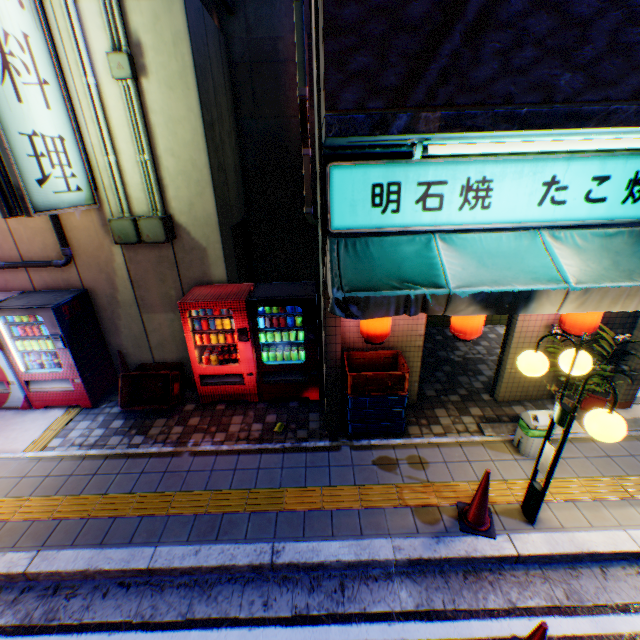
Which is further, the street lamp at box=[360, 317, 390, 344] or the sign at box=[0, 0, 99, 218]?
the street lamp at box=[360, 317, 390, 344]

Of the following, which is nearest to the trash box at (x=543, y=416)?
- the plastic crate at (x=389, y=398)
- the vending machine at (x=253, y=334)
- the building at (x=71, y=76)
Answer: the plastic crate at (x=389, y=398)

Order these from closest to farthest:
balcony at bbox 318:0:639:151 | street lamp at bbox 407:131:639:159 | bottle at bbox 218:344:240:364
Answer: balcony at bbox 318:0:639:151 → street lamp at bbox 407:131:639:159 → bottle at bbox 218:344:240:364

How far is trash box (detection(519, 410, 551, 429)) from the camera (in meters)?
→ 4.50

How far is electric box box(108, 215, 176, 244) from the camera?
5.2 meters

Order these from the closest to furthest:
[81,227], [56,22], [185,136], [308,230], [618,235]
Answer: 1. [618,235]
2. [56,22]
3. [185,136]
4. [81,227]
5. [308,230]

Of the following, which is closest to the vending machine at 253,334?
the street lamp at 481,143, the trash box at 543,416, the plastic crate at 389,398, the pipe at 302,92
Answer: the plastic crate at 389,398

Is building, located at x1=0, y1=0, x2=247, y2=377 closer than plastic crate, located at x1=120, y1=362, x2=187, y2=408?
Yes
